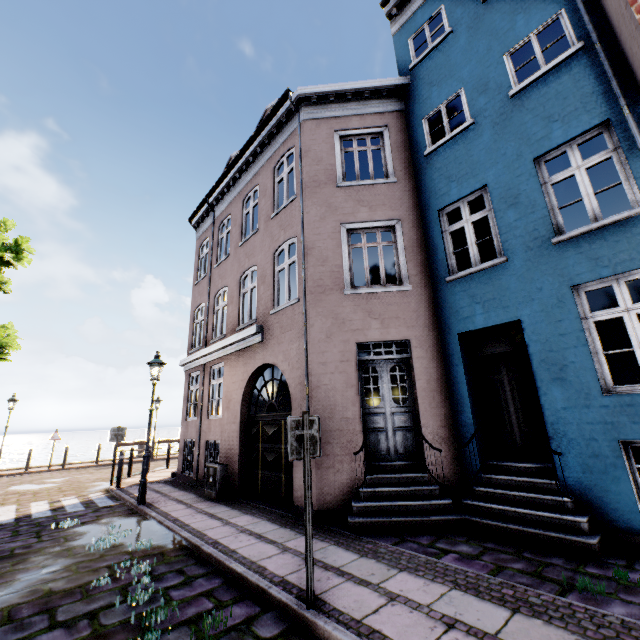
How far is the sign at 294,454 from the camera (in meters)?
3.71

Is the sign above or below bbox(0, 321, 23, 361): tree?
below

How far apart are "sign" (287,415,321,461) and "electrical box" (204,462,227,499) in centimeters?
595cm

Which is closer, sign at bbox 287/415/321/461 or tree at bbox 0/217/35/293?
sign at bbox 287/415/321/461

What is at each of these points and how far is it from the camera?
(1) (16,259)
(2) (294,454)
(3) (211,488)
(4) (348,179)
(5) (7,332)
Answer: (1) tree, 11.5 meters
(2) sign, 3.7 meters
(3) electrical box, 8.7 meters
(4) building, 16.5 meters
(5) tree, 11.0 meters

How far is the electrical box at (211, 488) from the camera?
8.55m

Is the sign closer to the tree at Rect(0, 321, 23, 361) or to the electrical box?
the tree at Rect(0, 321, 23, 361)

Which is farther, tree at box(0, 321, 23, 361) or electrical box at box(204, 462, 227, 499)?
tree at box(0, 321, 23, 361)
